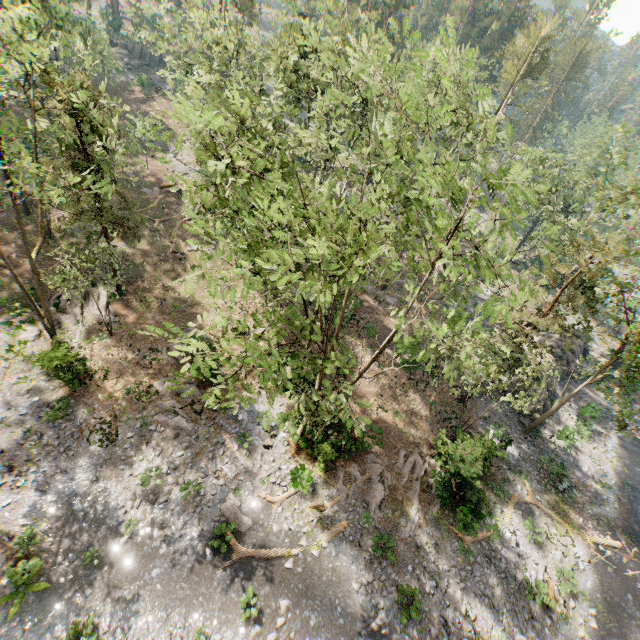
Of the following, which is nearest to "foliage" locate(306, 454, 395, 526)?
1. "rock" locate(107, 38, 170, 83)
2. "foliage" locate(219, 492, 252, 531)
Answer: "rock" locate(107, 38, 170, 83)

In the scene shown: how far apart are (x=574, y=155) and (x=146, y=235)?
54.01m

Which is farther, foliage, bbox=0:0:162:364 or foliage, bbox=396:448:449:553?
foliage, bbox=396:448:449:553

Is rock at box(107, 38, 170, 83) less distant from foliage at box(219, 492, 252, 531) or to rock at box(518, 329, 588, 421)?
rock at box(518, 329, 588, 421)

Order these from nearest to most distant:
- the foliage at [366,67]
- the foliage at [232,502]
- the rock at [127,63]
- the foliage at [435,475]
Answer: the foliage at [366,67], the foliage at [232,502], the foliage at [435,475], the rock at [127,63]

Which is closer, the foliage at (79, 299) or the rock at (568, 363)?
the foliage at (79, 299)

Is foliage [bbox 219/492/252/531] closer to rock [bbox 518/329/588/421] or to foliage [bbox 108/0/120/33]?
foliage [bbox 108/0/120/33]
